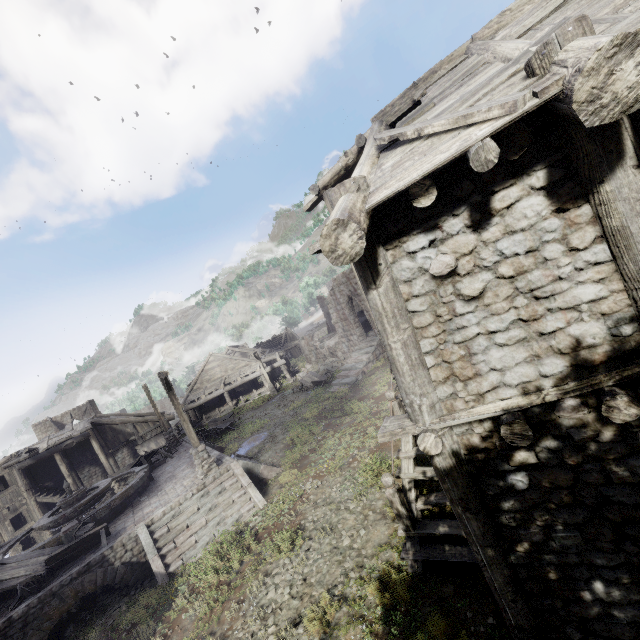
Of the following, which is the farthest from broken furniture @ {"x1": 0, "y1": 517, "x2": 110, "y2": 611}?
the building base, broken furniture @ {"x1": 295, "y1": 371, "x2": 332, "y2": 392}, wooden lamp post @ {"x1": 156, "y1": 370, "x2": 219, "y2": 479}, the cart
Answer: broken furniture @ {"x1": 295, "y1": 371, "x2": 332, "y2": 392}

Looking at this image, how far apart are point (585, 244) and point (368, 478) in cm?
912

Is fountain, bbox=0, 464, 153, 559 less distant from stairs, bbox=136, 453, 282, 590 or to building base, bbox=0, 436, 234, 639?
building base, bbox=0, 436, 234, 639

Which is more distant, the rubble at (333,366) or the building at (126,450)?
the rubble at (333,366)

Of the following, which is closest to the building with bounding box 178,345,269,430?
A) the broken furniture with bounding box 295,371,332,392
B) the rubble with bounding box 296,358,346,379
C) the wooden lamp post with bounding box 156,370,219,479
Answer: the rubble with bounding box 296,358,346,379

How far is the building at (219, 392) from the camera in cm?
3353

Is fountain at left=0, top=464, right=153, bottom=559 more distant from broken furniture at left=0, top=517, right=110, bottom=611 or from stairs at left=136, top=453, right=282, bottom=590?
stairs at left=136, top=453, right=282, bottom=590

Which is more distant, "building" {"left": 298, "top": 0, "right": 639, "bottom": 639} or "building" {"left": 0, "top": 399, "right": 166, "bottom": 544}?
"building" {"left": 0, "top": 399, "right": 166, "bottom": 544}
